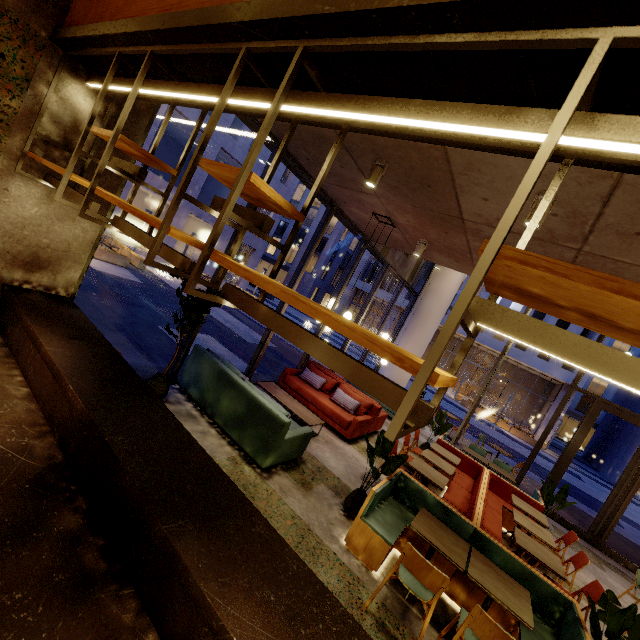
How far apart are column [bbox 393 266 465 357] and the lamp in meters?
8.5

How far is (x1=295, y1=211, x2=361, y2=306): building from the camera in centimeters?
4456cm

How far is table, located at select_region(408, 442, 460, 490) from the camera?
5.3 meters

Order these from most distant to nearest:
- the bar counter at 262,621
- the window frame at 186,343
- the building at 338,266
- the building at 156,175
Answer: the building at 338,266 < the building at 156,175 < the window frame at 186,343 < the bar counter at 262,621

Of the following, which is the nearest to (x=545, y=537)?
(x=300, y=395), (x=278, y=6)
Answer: (x=300, y=395)

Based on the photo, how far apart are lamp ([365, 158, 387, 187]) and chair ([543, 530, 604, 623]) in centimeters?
645cm

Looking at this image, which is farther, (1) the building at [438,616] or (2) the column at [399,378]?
(2) the column at [399,378]

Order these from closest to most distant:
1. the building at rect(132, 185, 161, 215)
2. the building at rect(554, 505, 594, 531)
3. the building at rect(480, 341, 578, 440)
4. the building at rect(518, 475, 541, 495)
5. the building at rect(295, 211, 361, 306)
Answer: the building at rect(554, 505, 594, 531)
the building at rect(518, 475, 541, 495)
the building at rect(132, 185, 161, 215)
the building at rect(480, 341, 578, 440)
the building at rect(295, 211, 361, 306)
